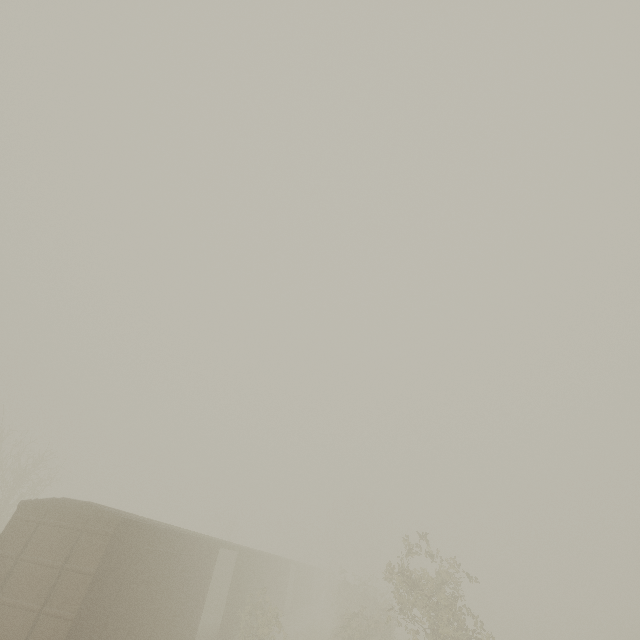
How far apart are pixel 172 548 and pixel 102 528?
3.52m
